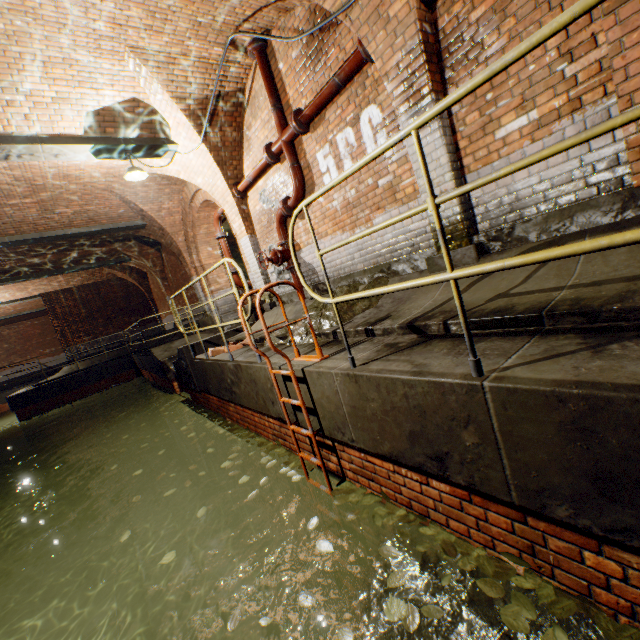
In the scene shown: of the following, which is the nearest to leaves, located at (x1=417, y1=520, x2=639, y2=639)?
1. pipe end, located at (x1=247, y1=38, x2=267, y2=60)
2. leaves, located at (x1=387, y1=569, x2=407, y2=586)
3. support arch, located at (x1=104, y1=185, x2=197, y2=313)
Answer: leaves, located at (x1=387, y1=569, x2=407, y2=586)

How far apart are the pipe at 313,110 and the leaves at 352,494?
4.80m

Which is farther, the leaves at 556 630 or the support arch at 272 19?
the support arch at 272 19

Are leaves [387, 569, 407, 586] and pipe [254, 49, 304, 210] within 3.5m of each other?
no

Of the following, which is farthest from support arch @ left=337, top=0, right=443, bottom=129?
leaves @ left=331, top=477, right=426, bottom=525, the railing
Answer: leaves @ left=331, top=477, right=426, bottom=525

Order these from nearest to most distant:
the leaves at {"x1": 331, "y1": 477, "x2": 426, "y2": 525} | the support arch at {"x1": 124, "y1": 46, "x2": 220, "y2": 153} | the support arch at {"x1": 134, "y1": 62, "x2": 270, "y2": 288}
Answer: the leaves at {"x1": 331, "y1": 477, "x2": 426, "y2": 525}
the support arch at {"x1": 124, "y1": 46, "x2": 220, "y2": 153}
the support arch at {"x1": 134, "y1": 62, "x2": 270, "y2": 288}

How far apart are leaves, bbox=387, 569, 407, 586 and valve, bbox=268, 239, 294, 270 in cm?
519

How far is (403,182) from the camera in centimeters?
417cm
